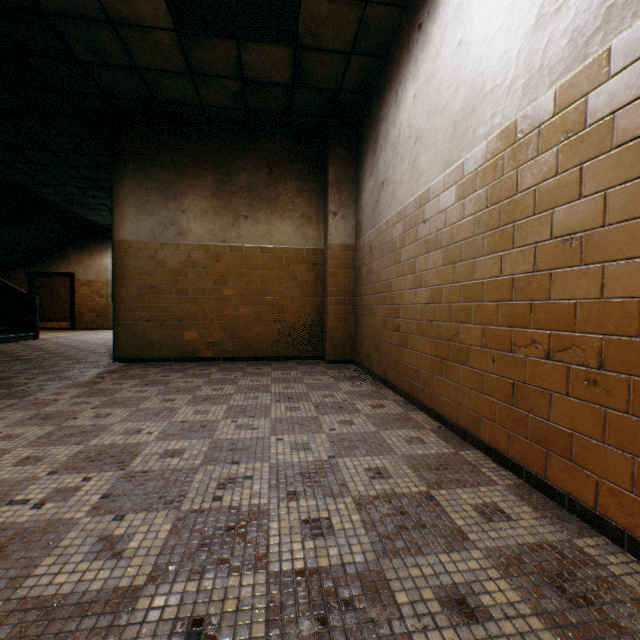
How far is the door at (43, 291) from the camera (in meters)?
12.33

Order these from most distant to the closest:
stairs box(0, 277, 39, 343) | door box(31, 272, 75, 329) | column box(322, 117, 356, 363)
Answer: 1. door box(31, 272, 75, 329)
2. stairs box(0, 277, 39, 343)
3. column box(322, 117, 356, 363)

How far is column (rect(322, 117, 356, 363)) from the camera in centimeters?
520cm

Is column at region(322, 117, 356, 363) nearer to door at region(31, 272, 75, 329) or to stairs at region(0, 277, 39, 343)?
stairs at region(0, 277, 39, 343)

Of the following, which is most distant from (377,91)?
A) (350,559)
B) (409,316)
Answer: (350,559)

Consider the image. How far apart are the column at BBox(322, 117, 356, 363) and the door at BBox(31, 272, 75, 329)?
11.83m

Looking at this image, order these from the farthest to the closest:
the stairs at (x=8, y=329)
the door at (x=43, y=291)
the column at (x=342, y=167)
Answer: the door at (x=43, y=291) → the stairs at (x=8, y=329) → the column at (x=342, y=167)

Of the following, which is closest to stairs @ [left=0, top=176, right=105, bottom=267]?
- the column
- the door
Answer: the door
